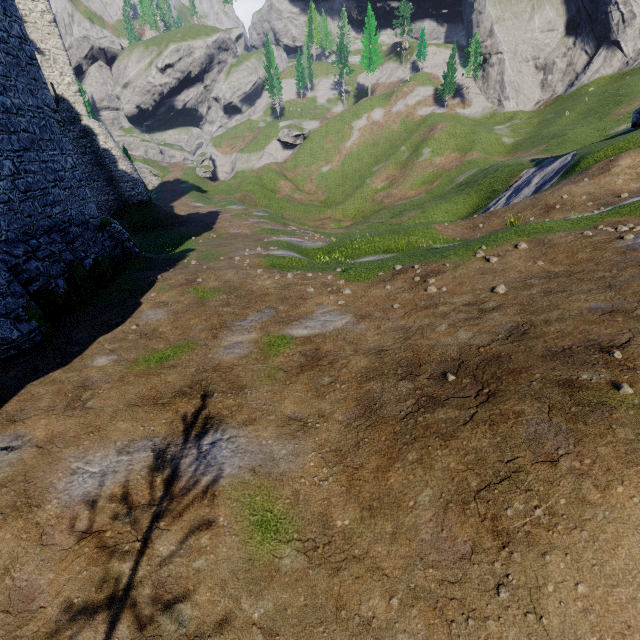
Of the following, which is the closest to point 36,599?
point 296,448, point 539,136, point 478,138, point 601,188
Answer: point 296,448
